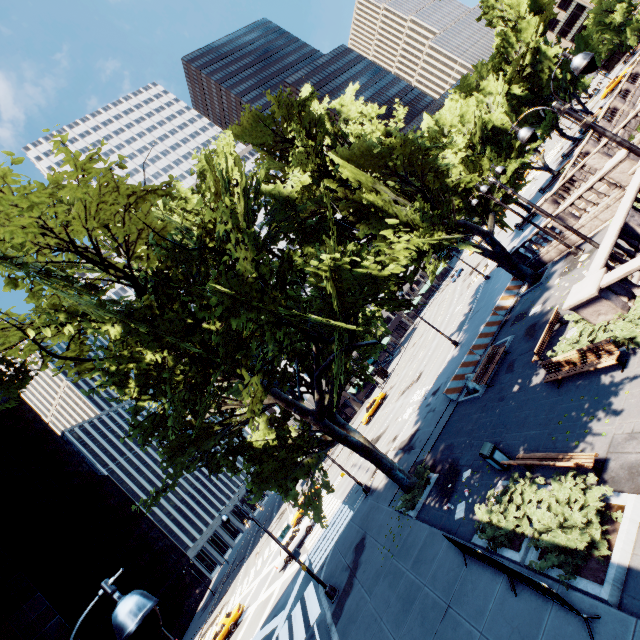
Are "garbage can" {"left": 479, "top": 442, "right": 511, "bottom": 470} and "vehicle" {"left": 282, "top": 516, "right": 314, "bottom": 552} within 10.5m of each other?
no

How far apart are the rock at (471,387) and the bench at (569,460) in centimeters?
800cm

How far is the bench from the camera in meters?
8.4 m

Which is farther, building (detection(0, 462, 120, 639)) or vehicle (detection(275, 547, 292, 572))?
building (detection(0, 462, 120, 639))

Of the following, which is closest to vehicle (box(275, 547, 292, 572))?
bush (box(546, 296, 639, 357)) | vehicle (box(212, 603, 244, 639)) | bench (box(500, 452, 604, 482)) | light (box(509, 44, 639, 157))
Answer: vehicle (box(212, 603, 244, 639))

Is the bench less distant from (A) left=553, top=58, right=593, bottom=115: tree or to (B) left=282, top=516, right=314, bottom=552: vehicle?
(A) left=553, top=58, right=593, bottom=115: tree

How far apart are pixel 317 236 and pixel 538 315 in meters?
13.9 m

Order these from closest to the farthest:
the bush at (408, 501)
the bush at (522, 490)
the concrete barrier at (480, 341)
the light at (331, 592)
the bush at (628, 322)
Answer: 1. the bush at (522, 490)
2. the bush at (628, 322)
3. the bush at (408, 501)
4. the light at (331, 592)
5. the concrete barrier at (480, 341)
